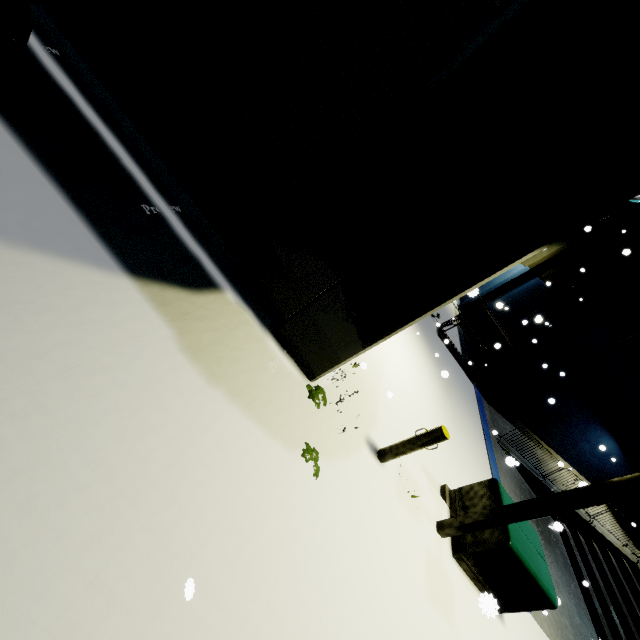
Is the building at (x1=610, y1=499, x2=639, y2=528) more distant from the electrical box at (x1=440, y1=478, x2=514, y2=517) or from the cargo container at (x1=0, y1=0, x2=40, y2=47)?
the electrical box at (x1=440, y1=478, x2=514, y2=517)

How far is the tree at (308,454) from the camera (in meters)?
3.81

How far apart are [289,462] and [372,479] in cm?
165

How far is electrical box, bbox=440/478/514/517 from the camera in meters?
5.6 m

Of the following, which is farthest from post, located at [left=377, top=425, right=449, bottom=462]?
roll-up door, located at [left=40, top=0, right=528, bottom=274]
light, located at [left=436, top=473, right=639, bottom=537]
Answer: roll-up door, located at [left=40, top=0, right=528, bottom=274]

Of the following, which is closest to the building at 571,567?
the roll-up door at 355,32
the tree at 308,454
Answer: the roll-up door at 355,32

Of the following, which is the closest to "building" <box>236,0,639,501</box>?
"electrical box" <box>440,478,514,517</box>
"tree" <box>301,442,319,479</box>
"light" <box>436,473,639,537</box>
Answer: "light" <box>436,473,639,537</box>

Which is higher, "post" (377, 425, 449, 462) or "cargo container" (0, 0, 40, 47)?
"cargo container" (0, 0, 40, 47)
